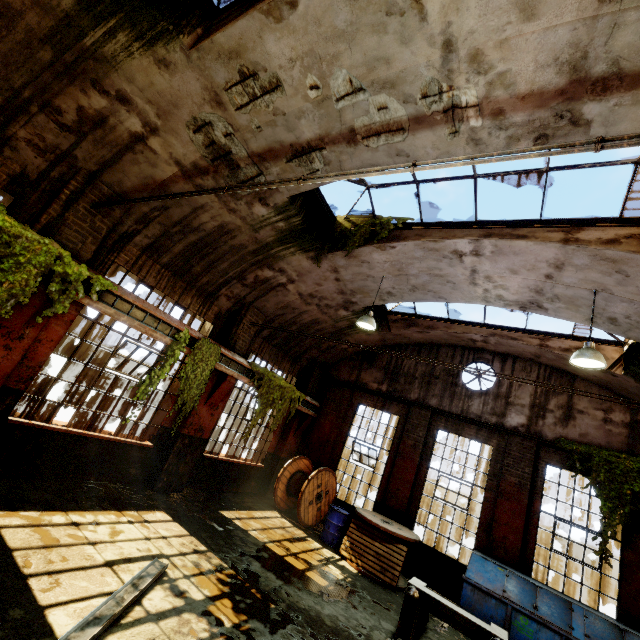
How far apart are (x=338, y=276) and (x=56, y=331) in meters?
6.8 m

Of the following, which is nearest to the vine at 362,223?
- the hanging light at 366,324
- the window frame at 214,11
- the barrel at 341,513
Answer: the hanging light at 366,324

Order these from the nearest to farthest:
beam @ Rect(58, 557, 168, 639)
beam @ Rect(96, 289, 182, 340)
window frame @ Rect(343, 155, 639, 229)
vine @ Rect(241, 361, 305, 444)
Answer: beam @ Rect(58, 557, 168, 639) → window frame @ Rect(343, 155, 639, 229) → beam @ Rect(96, 289, 182, 340) → vine @ Rect(241, 361, 305, 444)

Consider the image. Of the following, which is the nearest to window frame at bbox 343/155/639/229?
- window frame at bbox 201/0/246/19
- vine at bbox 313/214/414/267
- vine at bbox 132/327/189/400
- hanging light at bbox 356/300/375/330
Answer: vine at bbox 313/214/414/267

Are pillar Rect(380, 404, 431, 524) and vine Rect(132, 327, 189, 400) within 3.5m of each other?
no

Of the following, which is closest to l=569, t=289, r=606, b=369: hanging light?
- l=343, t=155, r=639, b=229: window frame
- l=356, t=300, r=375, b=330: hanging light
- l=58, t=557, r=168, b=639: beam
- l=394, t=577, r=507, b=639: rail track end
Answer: l=343, t=155, r=639, b=229: window frame

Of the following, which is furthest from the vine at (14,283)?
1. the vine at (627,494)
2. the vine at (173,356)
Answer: the vine at (627,494)

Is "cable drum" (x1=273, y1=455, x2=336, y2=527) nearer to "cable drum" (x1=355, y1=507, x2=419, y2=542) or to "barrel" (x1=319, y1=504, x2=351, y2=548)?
"barrel" (x1=319, y1=504, x2=351, y2=548)
